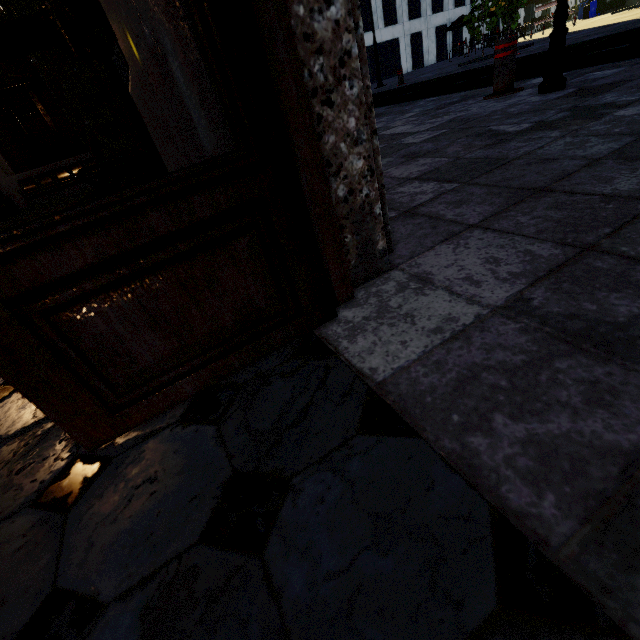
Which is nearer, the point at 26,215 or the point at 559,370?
the point at 559,370

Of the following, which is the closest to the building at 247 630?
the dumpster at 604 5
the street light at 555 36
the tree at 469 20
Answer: the tree at 469 20

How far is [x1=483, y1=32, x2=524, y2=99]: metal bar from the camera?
3.68m

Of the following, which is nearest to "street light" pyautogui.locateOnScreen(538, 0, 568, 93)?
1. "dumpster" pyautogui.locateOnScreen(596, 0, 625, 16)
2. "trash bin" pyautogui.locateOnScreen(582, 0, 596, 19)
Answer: "dumpster" pyautogui.locateOnScreen(596, 0, 625, 16)

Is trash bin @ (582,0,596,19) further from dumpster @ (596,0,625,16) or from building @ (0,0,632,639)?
building @ (0,0,632,639)

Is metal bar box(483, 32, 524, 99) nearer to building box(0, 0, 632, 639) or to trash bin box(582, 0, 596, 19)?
building box(0, 0, 632, 639)

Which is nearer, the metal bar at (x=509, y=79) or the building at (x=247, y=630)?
the building at (x=247, y=630)

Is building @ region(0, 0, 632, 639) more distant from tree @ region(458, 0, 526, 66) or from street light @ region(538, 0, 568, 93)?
street light @ region(538, 0, 568, 93)
